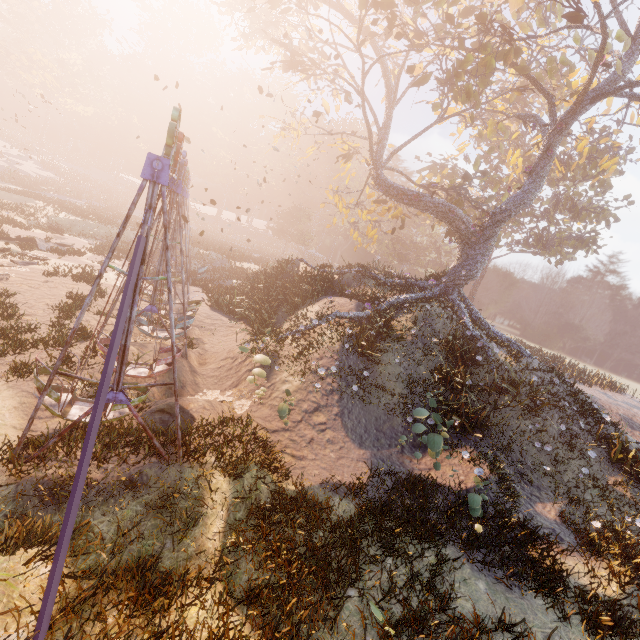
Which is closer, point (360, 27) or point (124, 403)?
point (124, 403)

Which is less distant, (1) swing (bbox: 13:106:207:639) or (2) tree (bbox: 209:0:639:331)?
(1) swing (bbox: 13:106:207:639)

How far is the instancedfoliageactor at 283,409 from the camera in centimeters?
907cm

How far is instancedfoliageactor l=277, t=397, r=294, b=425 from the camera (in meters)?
9.07

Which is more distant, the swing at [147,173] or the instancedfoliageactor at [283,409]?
the instancedfoliageactor at [283,409]

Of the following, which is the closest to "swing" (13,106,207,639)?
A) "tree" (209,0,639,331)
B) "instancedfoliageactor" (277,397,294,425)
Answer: "instancedfoliageactor" (277,397,294,425)

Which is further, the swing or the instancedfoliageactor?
the instancedfoliageactor
